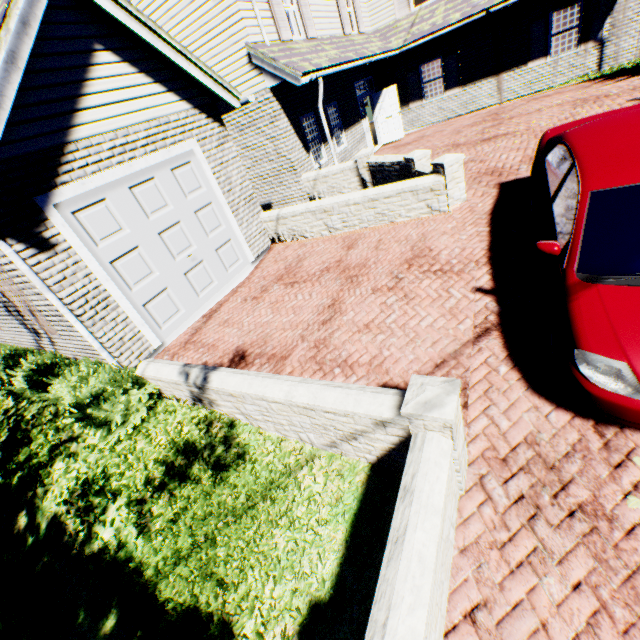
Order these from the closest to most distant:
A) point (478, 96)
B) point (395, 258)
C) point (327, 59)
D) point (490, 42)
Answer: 1. point (395, 258)
2. point (327, 59)
3. point (490, 42)
4. point (478, 96)

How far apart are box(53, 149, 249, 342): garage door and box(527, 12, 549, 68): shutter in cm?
1486

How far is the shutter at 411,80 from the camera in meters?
15.3

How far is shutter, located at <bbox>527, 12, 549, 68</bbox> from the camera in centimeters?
1262cm

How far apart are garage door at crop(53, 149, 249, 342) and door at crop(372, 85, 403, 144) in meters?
11.7 m

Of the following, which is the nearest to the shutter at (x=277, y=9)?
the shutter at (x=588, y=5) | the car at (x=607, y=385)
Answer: the car at (x=607, y=385)

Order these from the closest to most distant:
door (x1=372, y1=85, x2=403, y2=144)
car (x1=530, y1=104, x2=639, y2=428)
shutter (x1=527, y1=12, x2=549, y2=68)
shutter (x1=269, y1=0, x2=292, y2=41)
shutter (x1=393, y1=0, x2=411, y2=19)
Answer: car (x1=530, y1=104, x2=639, y2=428)
shutter (x1=269, y1=0, x2=292, y2=41)
shutter (x1=527, y1=12, x2=549, y2=68)
shutter (x1=393, y1=0, x2=411, y2=19)
door (x1=372, y1=85, x2=403, y2=144)

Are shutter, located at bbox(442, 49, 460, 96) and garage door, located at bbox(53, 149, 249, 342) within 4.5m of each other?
no
